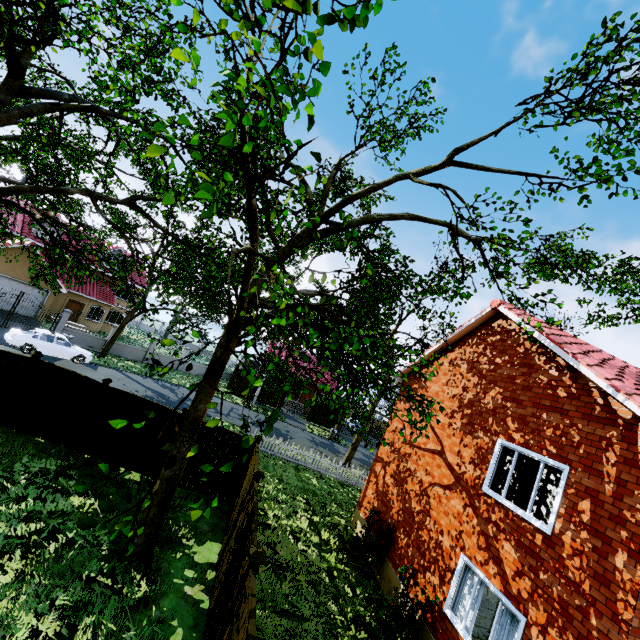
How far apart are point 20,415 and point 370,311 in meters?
12.1

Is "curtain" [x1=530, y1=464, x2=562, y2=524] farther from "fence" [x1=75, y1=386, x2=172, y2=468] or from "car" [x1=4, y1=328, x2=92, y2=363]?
"car" [x1=4, y1=328, x2=92, y2=363]

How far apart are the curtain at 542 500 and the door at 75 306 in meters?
38.2 m

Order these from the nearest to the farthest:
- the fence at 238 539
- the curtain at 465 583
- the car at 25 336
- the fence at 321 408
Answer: the fence at 238 539 < the curtain at 465 583 < the car at 25 336 < the fence at 321 408

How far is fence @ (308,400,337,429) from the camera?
34.81m

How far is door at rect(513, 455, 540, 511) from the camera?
8.9m

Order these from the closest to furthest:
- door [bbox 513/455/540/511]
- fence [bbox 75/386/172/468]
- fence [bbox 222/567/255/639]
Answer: fence [bbox 222/567/255/639]
door [bbox 513/455/540/511]
fence [bbox 75/386/172/468]

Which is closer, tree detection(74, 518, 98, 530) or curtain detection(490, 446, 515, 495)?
tree detection(74, 518, 98, 530)
